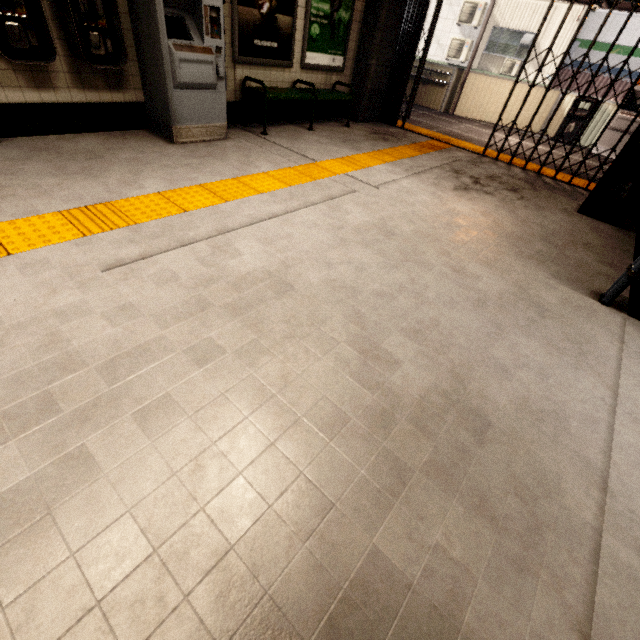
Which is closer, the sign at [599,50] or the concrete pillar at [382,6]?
the concrete pillar at [382,6]

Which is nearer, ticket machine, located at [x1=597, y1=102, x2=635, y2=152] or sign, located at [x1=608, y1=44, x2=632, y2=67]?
ticket machine, located at [x1=597, y1=102, x2=635, y2=152]

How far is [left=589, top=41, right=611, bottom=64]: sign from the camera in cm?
1405

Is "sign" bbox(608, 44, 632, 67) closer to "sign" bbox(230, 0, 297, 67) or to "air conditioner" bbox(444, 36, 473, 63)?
"air conditioner" bbox(444, 36, 473, 63)

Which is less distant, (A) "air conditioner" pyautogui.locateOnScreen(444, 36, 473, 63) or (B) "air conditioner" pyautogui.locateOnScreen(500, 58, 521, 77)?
(B) "air conditioner" pyautogui.locateOnScreen(500, 58, 521, 77)

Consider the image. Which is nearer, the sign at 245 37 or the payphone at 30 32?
the payphone at 30 32

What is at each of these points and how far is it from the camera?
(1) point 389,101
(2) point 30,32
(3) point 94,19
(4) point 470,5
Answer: (1) gate, 7.4 meters
(2) payphone, 3.1 meters
(3) payphone, 3.3 meters
(4) air conditioner, 15.3 meters

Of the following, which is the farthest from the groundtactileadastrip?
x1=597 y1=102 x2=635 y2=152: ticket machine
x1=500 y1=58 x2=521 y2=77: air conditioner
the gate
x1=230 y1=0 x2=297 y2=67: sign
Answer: x1=500 y1=58 x2=521 y2=77: air conditioner
